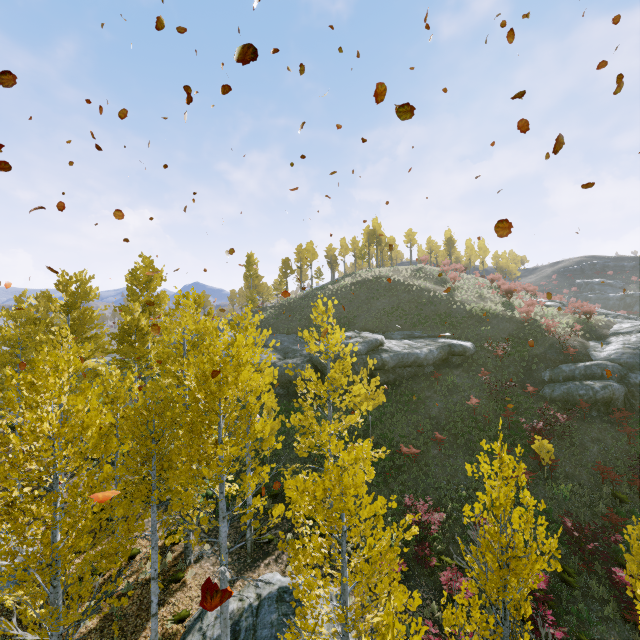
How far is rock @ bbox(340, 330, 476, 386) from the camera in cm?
2378

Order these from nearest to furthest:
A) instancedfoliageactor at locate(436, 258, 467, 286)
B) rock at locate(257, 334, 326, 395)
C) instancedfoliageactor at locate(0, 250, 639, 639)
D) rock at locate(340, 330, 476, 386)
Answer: instancedfoliageactor at locate(0, 250, 639, 639)
rock at locate(340, 330, 476, 386)
rock at locate(257, 334, 326, 395)
instancedfoliageactor at locate(436, 258, 467, 286)

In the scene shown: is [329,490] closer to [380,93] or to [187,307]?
[187,307]

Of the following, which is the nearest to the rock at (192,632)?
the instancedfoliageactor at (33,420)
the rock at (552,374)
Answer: the instancedfoliageactor at (33,420)

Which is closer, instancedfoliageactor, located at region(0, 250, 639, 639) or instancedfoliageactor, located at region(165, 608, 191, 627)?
instancedfoliageactor, located at region(0, 250, 639, 639)

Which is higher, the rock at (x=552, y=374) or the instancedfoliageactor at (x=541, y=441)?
the rock at (x=552, y=374)

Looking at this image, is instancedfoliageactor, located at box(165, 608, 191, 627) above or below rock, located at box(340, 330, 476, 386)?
below

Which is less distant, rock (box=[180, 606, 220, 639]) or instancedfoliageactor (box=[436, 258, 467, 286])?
rock (box=[180, 606, 220, 639])
